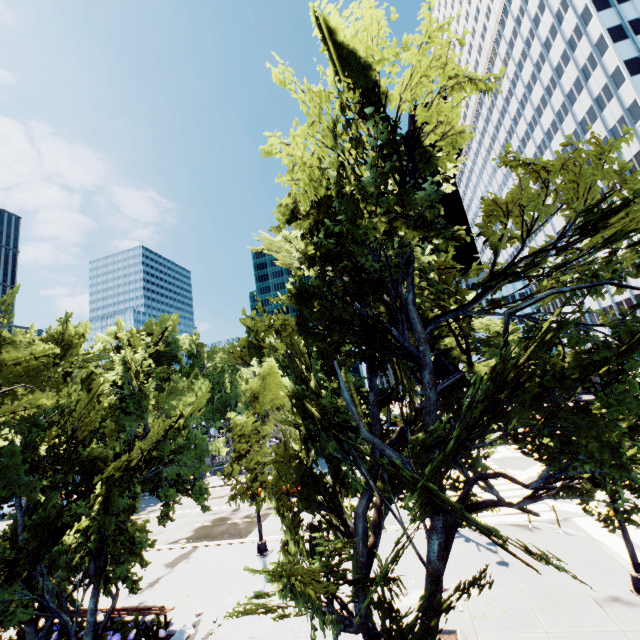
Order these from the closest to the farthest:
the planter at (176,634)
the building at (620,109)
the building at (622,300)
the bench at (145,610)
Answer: the planter at (176,634)
the bench at (145,610)
the building at (620,109)
the building at (622,300)

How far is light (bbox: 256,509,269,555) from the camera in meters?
17.1 m

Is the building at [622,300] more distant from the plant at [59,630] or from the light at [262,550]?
the plant at [59,630]

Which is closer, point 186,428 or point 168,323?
point 186,428

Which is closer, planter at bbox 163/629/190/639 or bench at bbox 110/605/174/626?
planter at bbox 163/629/190/639

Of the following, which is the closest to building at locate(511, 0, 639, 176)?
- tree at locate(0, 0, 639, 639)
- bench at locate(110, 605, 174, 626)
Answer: tree at locate(0, 0, 639, 639)

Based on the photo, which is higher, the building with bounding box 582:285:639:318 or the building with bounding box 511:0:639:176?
the building with bounding box 511:0:639:176

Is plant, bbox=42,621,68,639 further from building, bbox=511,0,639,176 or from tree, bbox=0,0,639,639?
building, bbox=511,0,639,176
